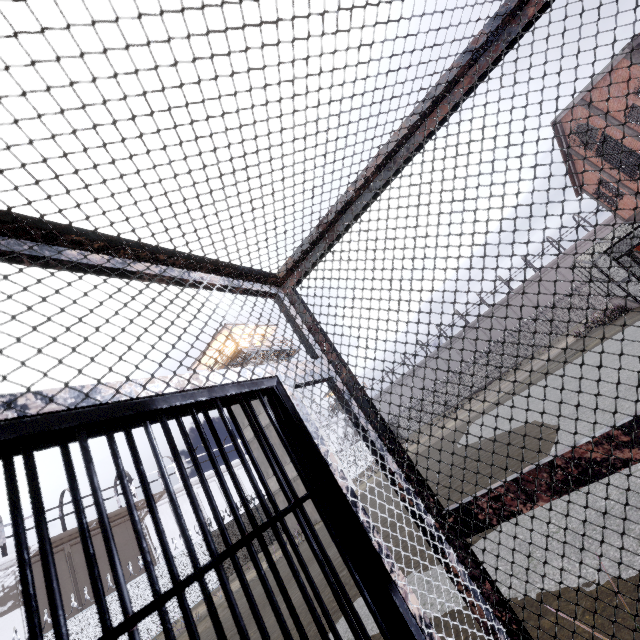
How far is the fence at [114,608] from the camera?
15.3m

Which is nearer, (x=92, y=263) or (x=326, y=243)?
(x=92, y=263)

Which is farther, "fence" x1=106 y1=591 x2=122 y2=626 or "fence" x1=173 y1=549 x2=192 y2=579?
"fence" x1=173 y1=549 x2=192 y2=579

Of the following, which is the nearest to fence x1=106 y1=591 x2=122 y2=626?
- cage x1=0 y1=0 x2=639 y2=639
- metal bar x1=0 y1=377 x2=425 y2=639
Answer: cage x1=0 y1=0 x2=639 y2=639

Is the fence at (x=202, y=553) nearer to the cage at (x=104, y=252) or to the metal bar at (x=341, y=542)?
the cage at (x=104, y=252)

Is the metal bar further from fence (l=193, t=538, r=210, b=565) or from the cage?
fence (l=193, t=538, r=210, b=565)

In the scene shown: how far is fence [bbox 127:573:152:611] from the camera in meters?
16.2
